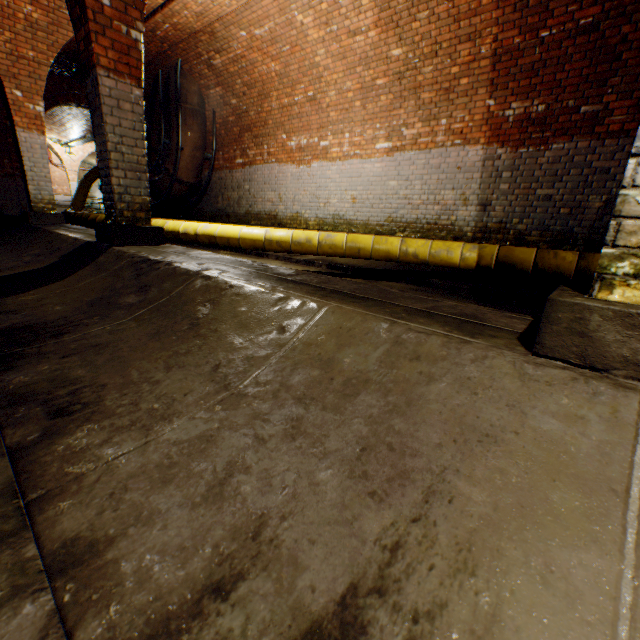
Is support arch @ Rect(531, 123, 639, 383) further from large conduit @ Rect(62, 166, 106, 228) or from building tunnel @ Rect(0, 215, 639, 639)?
large conduit @ Rect(62, 166, 106, 228)

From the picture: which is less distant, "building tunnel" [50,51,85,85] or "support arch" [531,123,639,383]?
"support arch" [531,123,639,383]

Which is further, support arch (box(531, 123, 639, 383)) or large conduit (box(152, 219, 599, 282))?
large conduit (box(152, 219, 599, 282))

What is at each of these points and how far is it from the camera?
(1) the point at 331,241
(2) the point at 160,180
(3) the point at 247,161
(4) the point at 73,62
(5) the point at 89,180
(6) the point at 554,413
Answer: (1) large conduit, 5.5m
(2) pipe, 10.4m
(3) building tunnel, 9.5m
(4) building tunnel, 9.3m
(5) large conduit, 12.5m
(6) building tunnel, 1.0m

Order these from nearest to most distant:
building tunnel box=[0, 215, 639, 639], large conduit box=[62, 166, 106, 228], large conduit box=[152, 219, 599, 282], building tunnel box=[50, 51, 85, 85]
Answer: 1. building tunnel box=[0, 215, 639, 639]
2. large conduit box=[152, 219, 599, 282]
3. large conduit box=[62, 166, 106, 228]
4. building tunnel box=[50, 51, 85, 85]

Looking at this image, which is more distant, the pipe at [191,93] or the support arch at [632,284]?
the pipe at [191,93]

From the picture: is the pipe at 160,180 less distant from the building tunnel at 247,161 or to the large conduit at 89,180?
the building tunnel at 247,161

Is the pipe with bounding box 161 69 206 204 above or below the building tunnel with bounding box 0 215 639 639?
above
